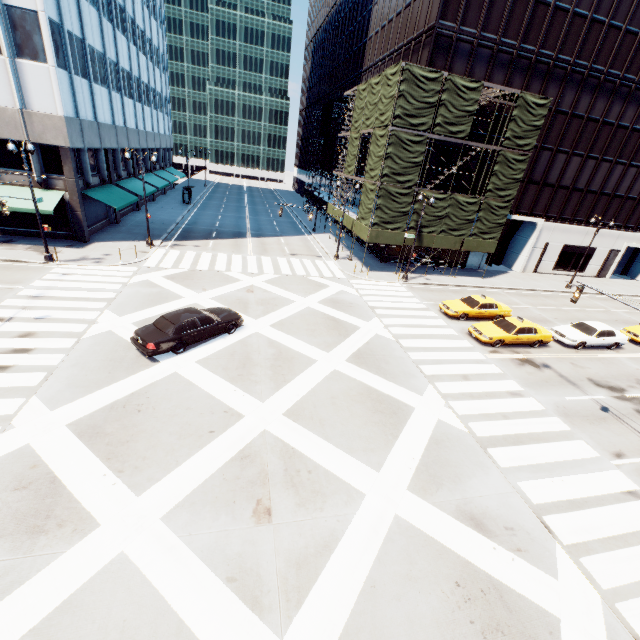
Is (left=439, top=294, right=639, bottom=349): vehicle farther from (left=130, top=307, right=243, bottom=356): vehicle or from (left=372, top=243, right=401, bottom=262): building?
(left=372, top=243, right=401, bottom=262): building

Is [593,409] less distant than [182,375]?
No

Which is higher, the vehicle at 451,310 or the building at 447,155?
the building at 447,155

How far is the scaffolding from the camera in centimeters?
2445cm

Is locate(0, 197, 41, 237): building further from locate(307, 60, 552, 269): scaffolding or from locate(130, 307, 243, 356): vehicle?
locate(307, 60, 552, 269): scaffolding

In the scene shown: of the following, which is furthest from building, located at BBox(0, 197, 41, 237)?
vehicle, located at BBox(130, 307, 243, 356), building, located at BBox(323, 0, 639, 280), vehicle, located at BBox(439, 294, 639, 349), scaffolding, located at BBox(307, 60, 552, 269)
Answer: vehicle, located at BBox(439, 294, 639, 349)

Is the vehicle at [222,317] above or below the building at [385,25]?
below

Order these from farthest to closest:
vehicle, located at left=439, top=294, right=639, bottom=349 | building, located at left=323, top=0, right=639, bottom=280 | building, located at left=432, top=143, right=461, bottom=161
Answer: building, located at left=432, top=143, right=461, bottom=161 → building, located at left=323, top=0, right=639, bottom=280 → vehicle, located at left=439, top=294, right=639, bottom=349
